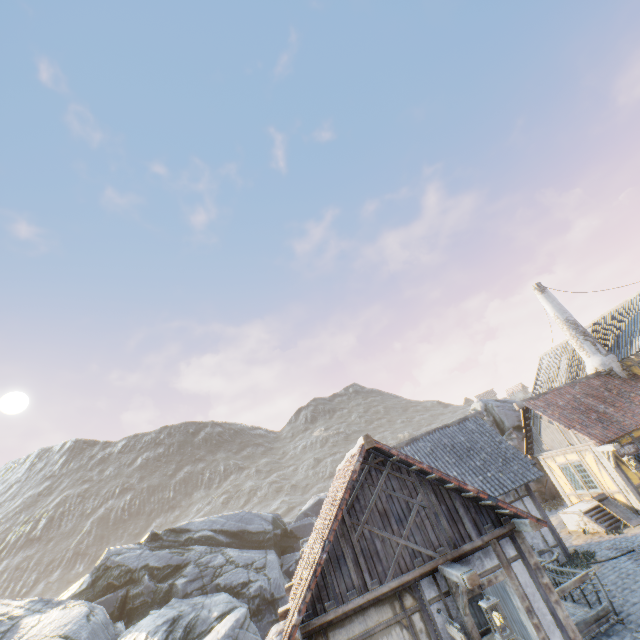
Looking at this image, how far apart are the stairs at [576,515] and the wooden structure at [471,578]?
10.7m

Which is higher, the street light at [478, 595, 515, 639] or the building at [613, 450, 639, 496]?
the street light at [478, 595, 515, 639]

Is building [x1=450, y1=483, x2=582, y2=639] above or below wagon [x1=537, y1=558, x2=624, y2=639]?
above

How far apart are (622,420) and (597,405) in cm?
124

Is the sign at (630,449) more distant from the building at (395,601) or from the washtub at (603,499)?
the building at (395,601)

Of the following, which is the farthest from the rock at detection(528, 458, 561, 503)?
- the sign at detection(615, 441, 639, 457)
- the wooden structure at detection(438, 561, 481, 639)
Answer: the sign at detection(615, 441, 639, 457)

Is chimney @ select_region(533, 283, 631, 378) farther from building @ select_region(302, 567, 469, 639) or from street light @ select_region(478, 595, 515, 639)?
street light @ select_region(478, 595, 515, 639)

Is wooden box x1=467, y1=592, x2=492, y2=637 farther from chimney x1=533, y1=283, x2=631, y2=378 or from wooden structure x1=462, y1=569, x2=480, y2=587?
chimney x1=533, y1=283, x2=631, y2=378
